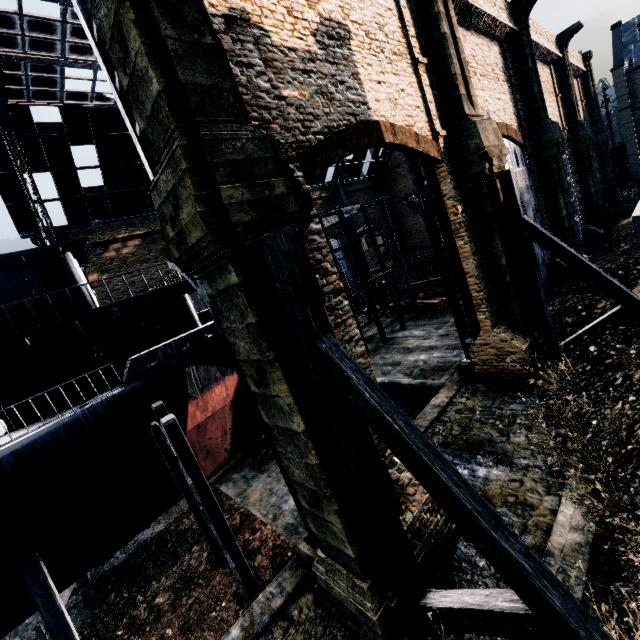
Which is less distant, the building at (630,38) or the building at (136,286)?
the building at (136,286)

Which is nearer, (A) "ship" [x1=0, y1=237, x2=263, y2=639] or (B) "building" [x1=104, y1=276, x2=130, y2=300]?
(A) "ship" [x1=0, y1=237, x2=263, y2=639]

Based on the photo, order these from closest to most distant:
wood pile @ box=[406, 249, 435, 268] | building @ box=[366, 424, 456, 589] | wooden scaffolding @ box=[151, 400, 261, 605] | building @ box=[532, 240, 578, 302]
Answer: building @ box=[366, 424, 456, 589], wooden scaffolding @ box=[151, 400, 261, 605], building @ box=[532, 240, 578, 302], wood pile @ box=[406, 249, 435, 268]

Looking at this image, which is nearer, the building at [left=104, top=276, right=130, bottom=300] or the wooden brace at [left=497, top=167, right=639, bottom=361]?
the wooden brace at [left=497, top=167, right=639, bottom=361]

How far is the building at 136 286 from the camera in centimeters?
3098cm

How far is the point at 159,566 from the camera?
15.2 meters

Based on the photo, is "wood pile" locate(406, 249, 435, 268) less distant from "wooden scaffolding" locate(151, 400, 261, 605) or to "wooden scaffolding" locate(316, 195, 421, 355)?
"wooden scaffolding" locate(316, 195, 421, 355)

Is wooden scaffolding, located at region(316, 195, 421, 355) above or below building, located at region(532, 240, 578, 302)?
above
